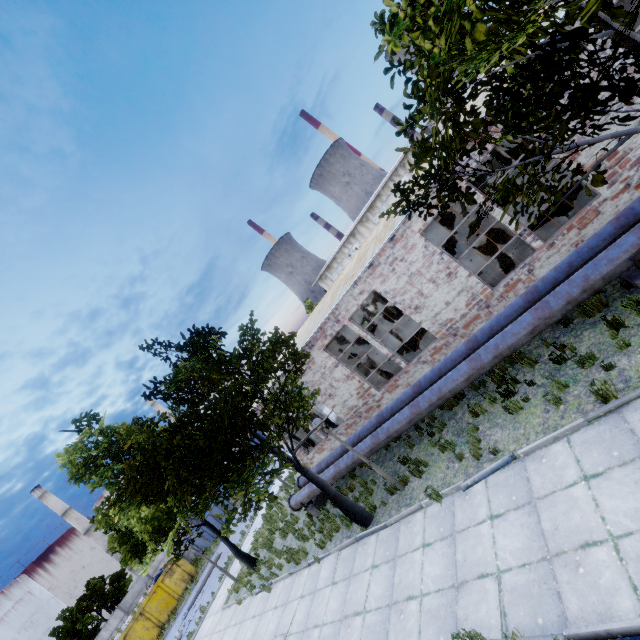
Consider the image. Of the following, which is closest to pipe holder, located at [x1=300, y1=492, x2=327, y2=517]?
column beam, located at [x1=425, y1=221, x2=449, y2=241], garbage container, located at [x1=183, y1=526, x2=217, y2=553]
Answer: column beam, located at [x1=425, y1=221, x2=449, y2=241]

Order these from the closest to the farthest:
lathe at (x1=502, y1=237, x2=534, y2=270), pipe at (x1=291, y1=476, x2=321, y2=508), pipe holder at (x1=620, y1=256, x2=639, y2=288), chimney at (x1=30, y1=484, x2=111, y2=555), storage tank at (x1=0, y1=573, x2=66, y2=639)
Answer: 1. pipe holder at (x1=620, y1=256, x2=639, y2=288)
2. lathe at (x1=502, y1=237, x2=534, y2=270)
3. pipe at (x1=291, y1=476, x2=321, y2=508)
4. storage tank at (x1=0, y1=573, x2=66, y2=639)
5. chimney at (x1=30, y1=484, x2=111, y2=555)

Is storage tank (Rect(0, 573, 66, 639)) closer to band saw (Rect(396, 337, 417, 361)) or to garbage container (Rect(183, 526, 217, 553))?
garbage container (Rect(183, 526, 217, 553))

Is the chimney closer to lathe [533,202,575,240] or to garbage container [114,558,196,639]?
garbage container [114,558,196,639]

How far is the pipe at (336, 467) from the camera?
11.75m

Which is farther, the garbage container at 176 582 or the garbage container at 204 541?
the garbage container at 204 541

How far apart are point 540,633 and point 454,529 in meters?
2.6 m

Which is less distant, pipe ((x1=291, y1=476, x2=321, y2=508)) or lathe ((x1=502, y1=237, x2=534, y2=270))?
lathe ((x1=502, y1=237, x2=534, y2=270))
